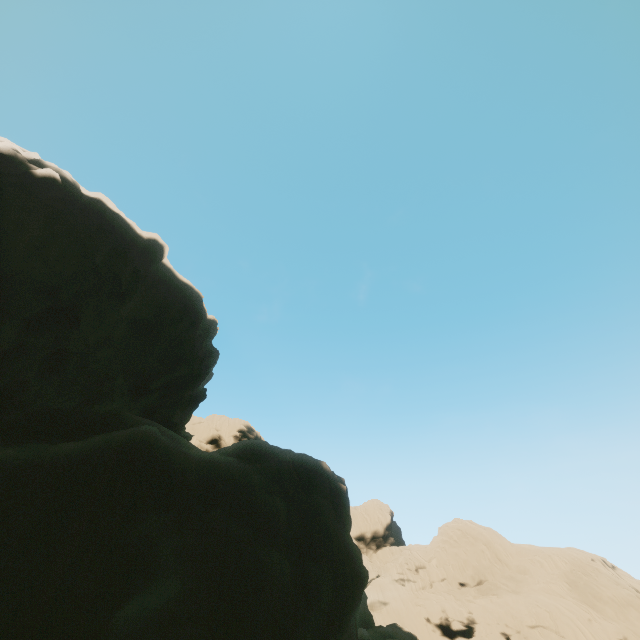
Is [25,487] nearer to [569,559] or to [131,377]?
[131,377]
